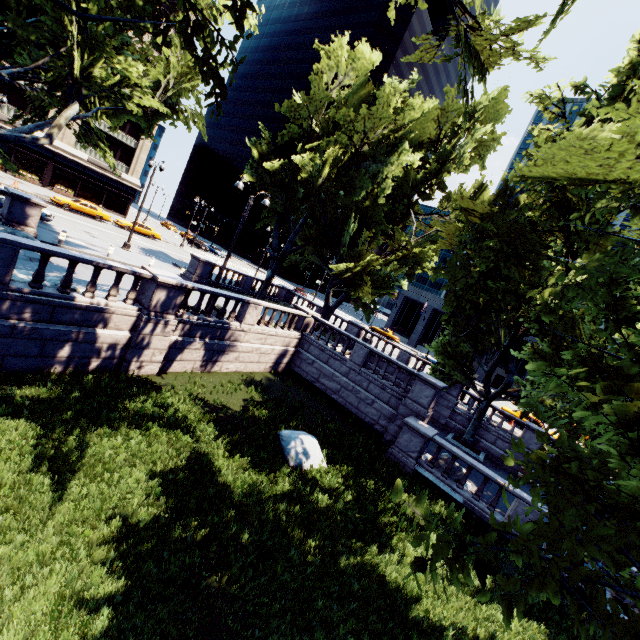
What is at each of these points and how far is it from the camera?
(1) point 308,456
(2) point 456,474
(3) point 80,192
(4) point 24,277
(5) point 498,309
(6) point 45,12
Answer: (1) rock, 12.1m
(2) rock, 15.2m
(3) building, 44.2m
(4) rock, 10.6m
(5) tree, 17.9m
(6) tree, 13.9m

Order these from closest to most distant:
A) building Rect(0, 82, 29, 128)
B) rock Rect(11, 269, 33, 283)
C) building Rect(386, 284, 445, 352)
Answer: rock Rect(11, 269, 33, 283) → building Rect(0, 82, 29, 128) → building Rect(386, 284, 445, 352)

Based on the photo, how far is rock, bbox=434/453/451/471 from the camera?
15.5m

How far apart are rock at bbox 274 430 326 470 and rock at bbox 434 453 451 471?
6.1 meters

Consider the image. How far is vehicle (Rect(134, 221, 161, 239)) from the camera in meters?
38.8 m

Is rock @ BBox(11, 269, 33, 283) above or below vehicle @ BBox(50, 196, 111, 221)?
below

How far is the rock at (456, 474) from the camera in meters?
15.1

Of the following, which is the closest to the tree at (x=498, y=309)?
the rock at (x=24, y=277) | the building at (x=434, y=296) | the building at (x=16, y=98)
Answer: the rock at (x=24, y=277)
